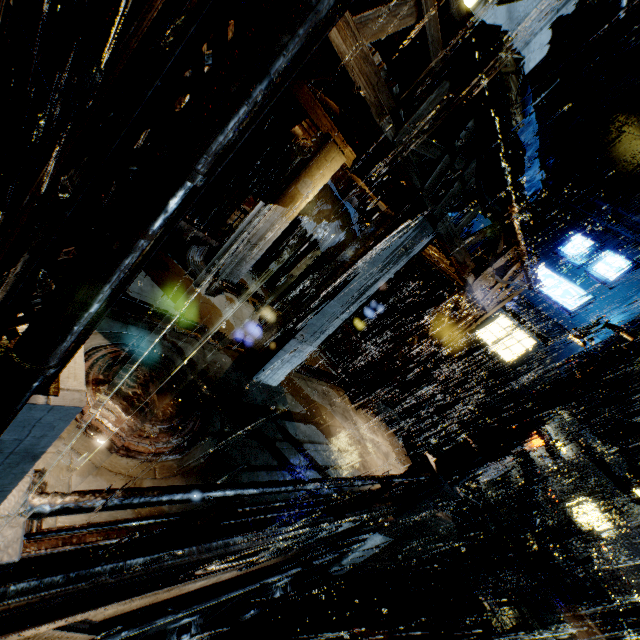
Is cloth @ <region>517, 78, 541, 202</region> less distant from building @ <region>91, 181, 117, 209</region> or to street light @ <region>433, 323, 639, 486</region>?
building @ <region>91, 181, 117, 209</region>

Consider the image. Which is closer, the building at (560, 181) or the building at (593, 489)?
the building at (560, 181)

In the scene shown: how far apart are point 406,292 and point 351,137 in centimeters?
1296cm

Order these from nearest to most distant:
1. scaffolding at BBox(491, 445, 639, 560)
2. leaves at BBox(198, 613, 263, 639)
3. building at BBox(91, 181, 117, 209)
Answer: building at BBox(91, 181, 117, 209), leaves at BBox(198, 613, 263, 639), scaffolding at BBox(491, 445, 639, 560)

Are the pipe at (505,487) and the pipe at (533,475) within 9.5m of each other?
yes

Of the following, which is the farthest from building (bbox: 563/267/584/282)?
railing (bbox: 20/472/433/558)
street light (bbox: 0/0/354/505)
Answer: street light (bbox: 0/0/354/505)

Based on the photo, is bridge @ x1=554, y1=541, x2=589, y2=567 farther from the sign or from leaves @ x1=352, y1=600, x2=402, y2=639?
the sign

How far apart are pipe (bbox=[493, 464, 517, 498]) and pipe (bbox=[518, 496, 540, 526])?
8.5m
